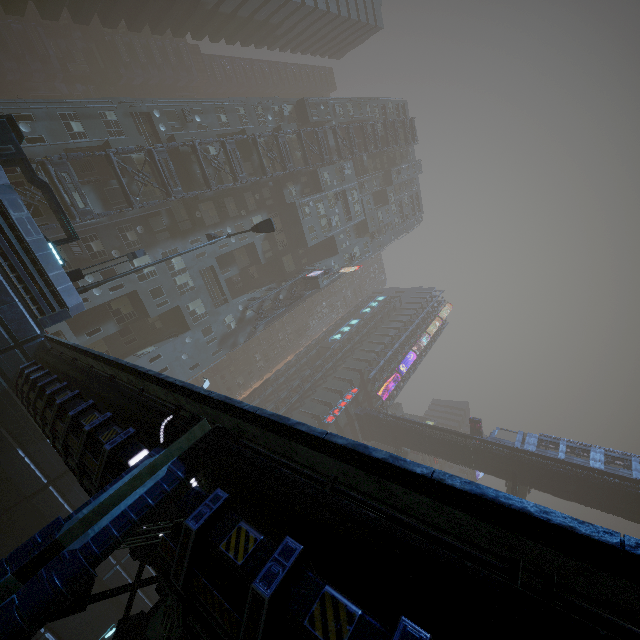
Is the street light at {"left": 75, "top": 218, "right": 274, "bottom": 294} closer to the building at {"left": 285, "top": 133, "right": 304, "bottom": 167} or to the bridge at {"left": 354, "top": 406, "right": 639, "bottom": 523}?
the building at {"left": 285, "top": 133, "right": 304, "bottom": 167}

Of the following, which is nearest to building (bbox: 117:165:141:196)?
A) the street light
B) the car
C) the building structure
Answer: the building structure

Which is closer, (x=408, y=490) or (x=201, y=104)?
(x=408, y=490)

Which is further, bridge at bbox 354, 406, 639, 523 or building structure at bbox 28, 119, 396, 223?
bridge at bbox 354, 406, 639, 523

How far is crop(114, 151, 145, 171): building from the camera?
27.2 meters

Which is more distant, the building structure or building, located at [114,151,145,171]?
building, located at [114,151,145,171]

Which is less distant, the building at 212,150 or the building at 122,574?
the building at 122,574

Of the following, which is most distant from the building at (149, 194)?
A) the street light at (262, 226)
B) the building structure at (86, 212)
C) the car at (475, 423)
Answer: the car at (475, 423)
